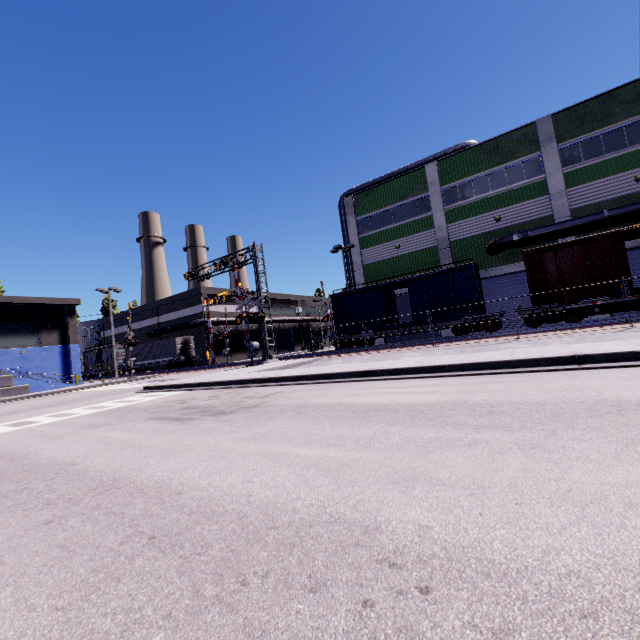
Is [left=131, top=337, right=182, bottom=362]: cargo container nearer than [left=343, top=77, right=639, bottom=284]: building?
No

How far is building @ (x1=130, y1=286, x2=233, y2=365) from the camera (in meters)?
44.34

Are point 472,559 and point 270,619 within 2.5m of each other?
yes

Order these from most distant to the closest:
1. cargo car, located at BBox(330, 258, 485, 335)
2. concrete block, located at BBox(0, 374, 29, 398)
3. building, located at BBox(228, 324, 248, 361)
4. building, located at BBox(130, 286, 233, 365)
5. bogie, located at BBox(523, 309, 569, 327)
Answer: building, located at BBox(228, 324, 248, 361) < building, located at BBox(130, 286, 233, 365) < concrete block, located at BBox(0, 374, 29, 398) < cargo car, located at BBox(330, 258, 485, 335) < bogie, located at BBox(523, 309, 569, 327)

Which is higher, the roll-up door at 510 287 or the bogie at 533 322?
the roll-up door at 510 287

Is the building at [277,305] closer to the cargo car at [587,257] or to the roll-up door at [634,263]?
the roll-up door at [634,263]

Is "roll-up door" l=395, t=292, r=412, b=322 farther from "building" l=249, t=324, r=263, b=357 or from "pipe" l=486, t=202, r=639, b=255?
"pipe" l=486, t=202, r=639, b=255

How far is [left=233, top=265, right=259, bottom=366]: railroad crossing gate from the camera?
22.7 meters
